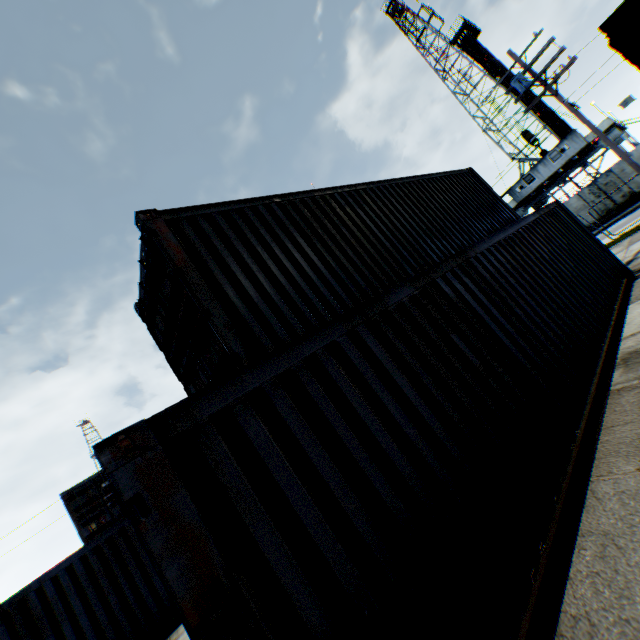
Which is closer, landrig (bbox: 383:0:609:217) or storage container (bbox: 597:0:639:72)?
storage container (bbox: 597:0:639:72)

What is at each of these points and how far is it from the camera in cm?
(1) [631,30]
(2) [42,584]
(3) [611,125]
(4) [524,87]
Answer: (1) storage container, 847
(2) storage container, 749
(3) landrig, 2775
(4) street light, 1402

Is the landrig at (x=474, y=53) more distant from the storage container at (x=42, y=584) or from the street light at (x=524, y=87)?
the storage container at (x=42, y=584)

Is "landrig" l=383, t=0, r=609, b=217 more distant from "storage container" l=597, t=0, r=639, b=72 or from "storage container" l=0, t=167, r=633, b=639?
"storage container" l=0, t=167, r=633, b=639

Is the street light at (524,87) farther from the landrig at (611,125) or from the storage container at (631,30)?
the landrig at (611,125)

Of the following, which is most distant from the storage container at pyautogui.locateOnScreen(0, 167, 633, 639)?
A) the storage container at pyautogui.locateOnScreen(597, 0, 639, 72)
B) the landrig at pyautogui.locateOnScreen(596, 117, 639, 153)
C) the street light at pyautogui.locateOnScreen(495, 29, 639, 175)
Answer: the landrig at pyautogui.locateOnScreen(596, 117, 639, 153)

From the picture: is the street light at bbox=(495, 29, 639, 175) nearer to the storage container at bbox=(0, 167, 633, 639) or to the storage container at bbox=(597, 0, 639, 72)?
the storage container at bbox=(597, 0, 639, 72)

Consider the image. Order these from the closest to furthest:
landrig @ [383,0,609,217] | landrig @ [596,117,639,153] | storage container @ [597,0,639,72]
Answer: storage container @ [597,0,639,72] → landrig @ [596,117,639,153] → landrig @ [383,0,609,217]
